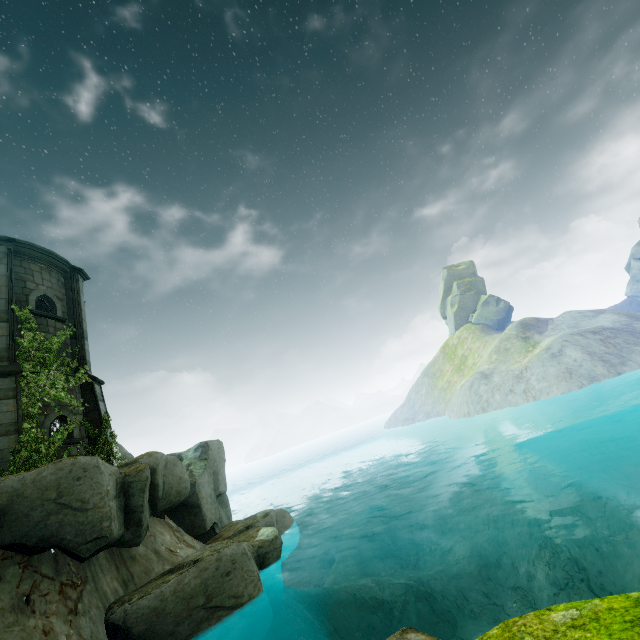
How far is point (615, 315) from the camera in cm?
3400

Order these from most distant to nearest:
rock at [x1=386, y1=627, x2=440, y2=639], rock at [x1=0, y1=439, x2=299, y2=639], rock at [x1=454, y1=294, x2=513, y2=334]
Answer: rock at [x1=454, y1=294, x2=513, y2=334] < rock at [x1=0, y1=439, x2=299, y2=639] < rock at [x1=386, y1=627, x2=440, y2=639]

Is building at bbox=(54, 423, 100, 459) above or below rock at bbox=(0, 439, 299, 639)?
above

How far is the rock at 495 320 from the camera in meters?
54.0 m

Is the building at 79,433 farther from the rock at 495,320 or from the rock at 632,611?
the rock at 495,320

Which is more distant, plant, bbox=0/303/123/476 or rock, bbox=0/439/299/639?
plant, bbox=0/303/123/476

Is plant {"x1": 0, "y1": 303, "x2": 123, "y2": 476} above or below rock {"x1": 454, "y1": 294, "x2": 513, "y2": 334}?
below

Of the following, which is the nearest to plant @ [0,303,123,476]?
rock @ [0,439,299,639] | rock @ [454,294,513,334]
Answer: rock @ [0,439,299,639]
